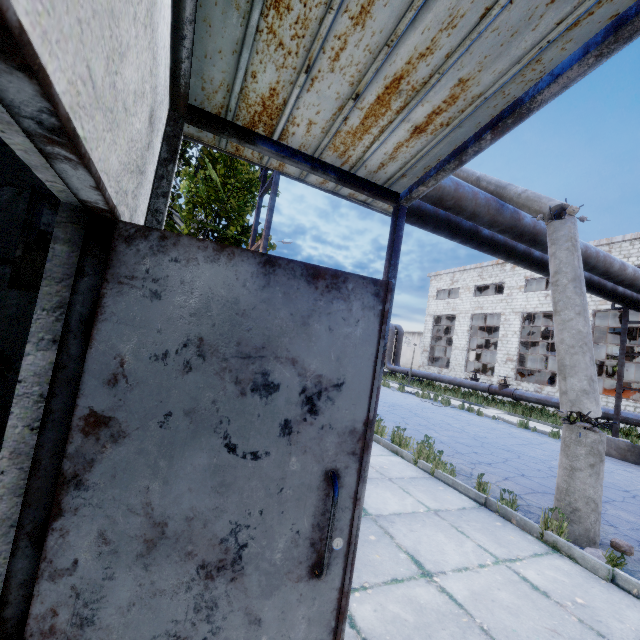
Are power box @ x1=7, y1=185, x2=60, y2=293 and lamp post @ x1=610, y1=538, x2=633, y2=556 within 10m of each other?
yes

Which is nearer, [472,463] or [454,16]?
[454,16]

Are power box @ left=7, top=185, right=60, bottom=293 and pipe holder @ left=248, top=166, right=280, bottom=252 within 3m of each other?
yes

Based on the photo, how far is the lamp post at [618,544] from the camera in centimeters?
392cm

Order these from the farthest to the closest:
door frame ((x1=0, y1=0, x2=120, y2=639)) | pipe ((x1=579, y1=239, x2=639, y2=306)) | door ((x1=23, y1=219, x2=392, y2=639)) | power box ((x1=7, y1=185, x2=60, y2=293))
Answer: pipe ((x1=579, y1=239, x2=639, y2=306))
power box ((x1=7, y1=185, x2=60, y2=293))
door ((x1=23, y1=219, x2=392, y2=639))
door frame ((x1=0, y1=0, x2=120, y2=639))

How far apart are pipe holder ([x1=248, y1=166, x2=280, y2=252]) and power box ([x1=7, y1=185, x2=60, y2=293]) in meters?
1.9

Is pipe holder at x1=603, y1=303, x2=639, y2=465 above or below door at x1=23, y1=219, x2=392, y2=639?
below

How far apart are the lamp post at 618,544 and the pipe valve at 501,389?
16.59m
